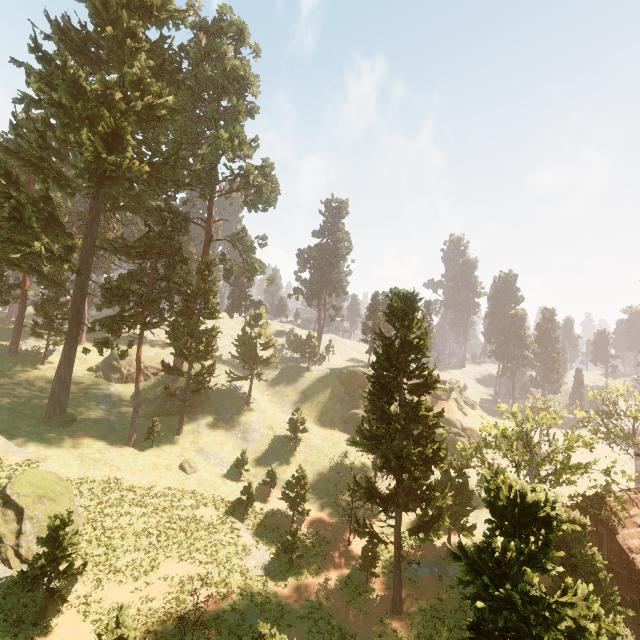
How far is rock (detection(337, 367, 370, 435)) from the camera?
53.81m

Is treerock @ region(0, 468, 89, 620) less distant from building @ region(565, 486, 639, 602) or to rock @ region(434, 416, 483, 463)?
building @ region(565, 486, 639, 602)

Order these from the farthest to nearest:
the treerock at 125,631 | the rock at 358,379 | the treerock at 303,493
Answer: the rock at 358,379
the treerock at 303,493
the treerock at 125,631

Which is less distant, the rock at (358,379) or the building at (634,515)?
the building at (634,515)

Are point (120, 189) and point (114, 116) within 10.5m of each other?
yes

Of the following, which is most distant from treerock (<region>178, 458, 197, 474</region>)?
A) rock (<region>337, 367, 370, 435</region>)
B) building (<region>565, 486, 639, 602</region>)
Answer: rock (<region>337, 367, 370, 435</region>)
